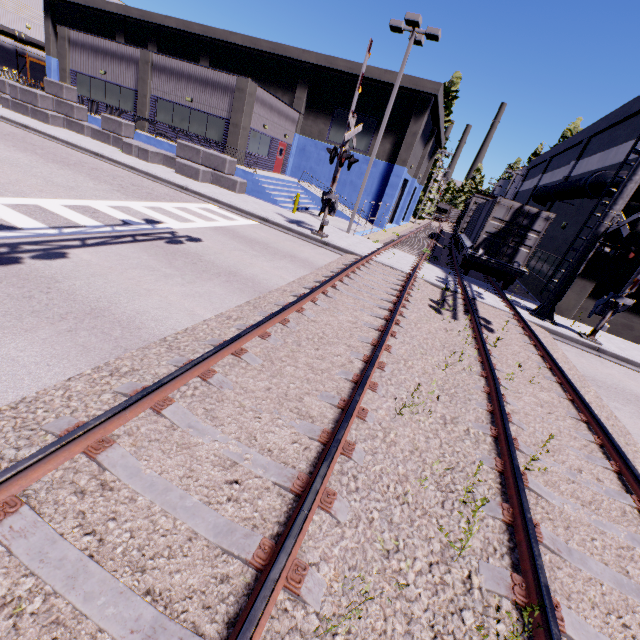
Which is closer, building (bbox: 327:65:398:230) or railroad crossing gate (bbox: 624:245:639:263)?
railroad crossing gate (bbox: 624:245:639:263)

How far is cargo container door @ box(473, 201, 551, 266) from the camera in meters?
14.9 m

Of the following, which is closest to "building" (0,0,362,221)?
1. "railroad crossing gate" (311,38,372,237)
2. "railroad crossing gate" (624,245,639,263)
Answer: "railroad crossing gate" (311,38,372,237)

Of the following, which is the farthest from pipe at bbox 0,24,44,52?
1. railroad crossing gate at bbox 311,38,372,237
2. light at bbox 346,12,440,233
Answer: light at bbox 346,12,440,233

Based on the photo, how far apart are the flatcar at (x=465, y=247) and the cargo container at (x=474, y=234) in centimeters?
1cm

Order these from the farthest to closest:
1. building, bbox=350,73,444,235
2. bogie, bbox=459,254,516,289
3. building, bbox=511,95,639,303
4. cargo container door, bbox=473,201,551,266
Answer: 1. building, bbox=350,73,444,235
2. building, bbox=511,95,639,303
3. bogie, bbox=459,254,516,289
4. cargo container door, bbox=473,201,551,266

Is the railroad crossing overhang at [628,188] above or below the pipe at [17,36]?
below

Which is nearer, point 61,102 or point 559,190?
point 559,190
